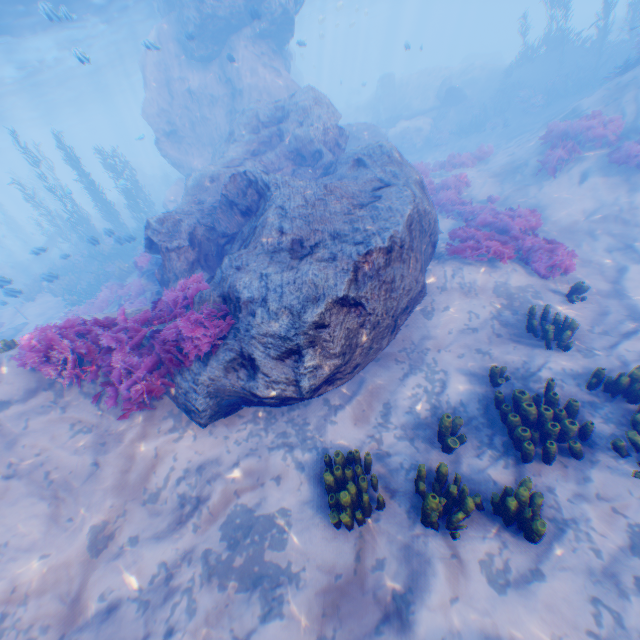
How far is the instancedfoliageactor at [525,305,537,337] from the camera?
6.8m

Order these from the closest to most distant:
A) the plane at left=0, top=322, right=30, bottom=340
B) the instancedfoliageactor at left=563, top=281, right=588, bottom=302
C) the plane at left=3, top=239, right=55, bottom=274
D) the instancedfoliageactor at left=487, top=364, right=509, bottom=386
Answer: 1. the instancedfoliageactor at left=487, top=364, right=509, bottom=386
2. the instancedfoliageactor at left=563, top=281, right=588, bottom=302
3. the plane at left=3, top=239, right=55, bottom=274
4. the plane at left=0, top=322, right=30, bottom=340

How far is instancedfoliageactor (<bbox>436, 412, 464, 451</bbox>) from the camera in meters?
5.2

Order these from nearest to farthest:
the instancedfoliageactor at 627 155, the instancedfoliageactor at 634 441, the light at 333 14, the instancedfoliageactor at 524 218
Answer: the instancedfoliageactor at 634 441 < the instancedfoliageactor at 524 218 < the instancedfoliageactor at 627 155 < the light at 333 14

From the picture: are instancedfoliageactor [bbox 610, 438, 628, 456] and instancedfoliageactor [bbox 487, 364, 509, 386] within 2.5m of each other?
yes

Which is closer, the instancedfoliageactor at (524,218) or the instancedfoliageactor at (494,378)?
the instancedfoliageactor at (494,378)

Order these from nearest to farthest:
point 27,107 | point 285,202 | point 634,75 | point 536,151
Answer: point 285,202, point 634,75, point 536,151, point 27,107

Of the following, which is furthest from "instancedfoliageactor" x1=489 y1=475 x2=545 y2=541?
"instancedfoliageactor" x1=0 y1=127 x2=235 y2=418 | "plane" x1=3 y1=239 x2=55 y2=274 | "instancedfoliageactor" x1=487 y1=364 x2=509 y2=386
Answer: "plane" x1=3 y1=239 x2=55 y2=274
